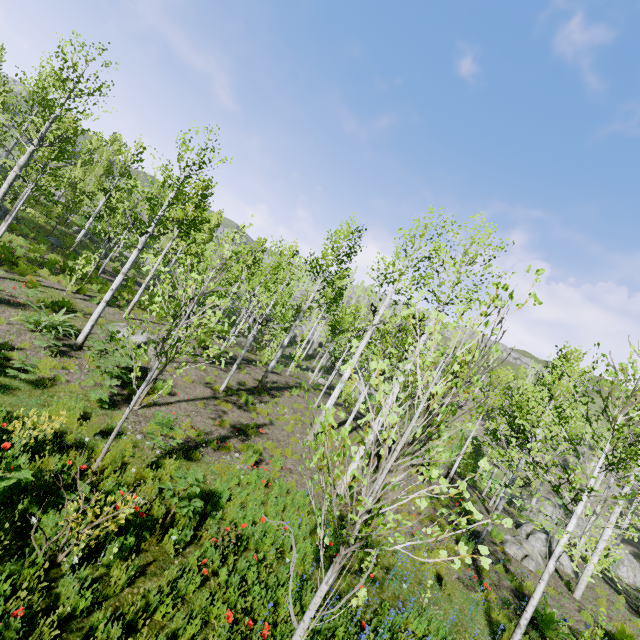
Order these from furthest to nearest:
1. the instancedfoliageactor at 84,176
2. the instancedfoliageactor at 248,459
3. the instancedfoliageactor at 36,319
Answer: the instancedfoliageactor at 36,319
the instancedfoliageactor at 248,459
the instancedfoliageactor at 84,176

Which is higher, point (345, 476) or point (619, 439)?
point (619, 439)

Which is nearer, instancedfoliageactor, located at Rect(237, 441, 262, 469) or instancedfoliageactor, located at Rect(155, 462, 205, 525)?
instancedfoliageactor, located at Rect(155, 462, 205, 525)

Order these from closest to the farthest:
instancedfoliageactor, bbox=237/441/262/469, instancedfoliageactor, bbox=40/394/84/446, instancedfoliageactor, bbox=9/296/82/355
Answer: instancedfoliageactor, bbox=40/394/84/446
instancedfoliageactor, bbox=237/441/262/469
instancedfoliageactor, bbox=9/296/82/355

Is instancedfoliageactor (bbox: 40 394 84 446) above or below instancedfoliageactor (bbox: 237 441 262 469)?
below

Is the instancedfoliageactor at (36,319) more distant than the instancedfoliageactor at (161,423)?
Yes
